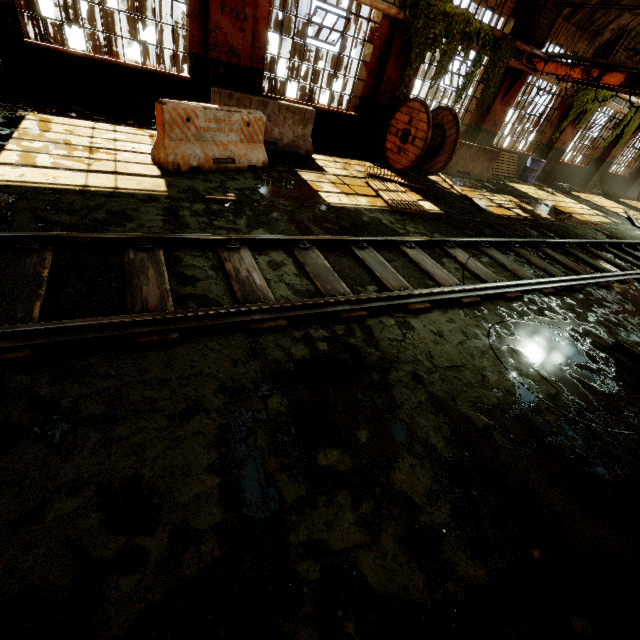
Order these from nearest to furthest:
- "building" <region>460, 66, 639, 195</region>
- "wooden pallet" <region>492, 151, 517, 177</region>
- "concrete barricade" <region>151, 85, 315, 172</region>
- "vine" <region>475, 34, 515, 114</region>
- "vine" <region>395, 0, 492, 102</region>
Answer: "concrete barricade" <region>151, 85, 315, 172</region> → "vine" <region>395, 0, 492, 102</region> → "vine" <region>475, 34, 515, 114</region> → "building" <region>460, 66, 639, 195</region> → "wooden pallet" <region>492, 151, 517, 177</region>

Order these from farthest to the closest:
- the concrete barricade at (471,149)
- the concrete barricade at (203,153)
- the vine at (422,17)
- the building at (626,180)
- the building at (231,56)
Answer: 1. the building at (626,180)
2. the concrete barricade at (471,149)
3. the vine at (422,17)
4. the building at (231,56)
5. the concrete barricade at (203,153)

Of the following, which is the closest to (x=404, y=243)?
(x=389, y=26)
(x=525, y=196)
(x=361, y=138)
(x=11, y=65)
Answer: (x=361, y=138)

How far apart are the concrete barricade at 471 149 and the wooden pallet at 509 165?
1.9 meters

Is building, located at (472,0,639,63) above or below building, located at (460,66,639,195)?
above

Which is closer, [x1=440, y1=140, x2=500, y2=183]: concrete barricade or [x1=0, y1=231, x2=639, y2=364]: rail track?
[x1=0, y1=231, x2=639, y2=364]: rail track

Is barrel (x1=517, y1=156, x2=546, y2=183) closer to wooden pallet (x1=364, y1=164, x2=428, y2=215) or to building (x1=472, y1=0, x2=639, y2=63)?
building (x1=472, y1=0, x2=639, y2=63)

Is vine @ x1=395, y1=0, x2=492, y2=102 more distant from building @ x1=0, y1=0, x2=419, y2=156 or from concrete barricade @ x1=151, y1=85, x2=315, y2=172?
concrete barricade @ x1=151, y1=85, x2=315, y2=172
